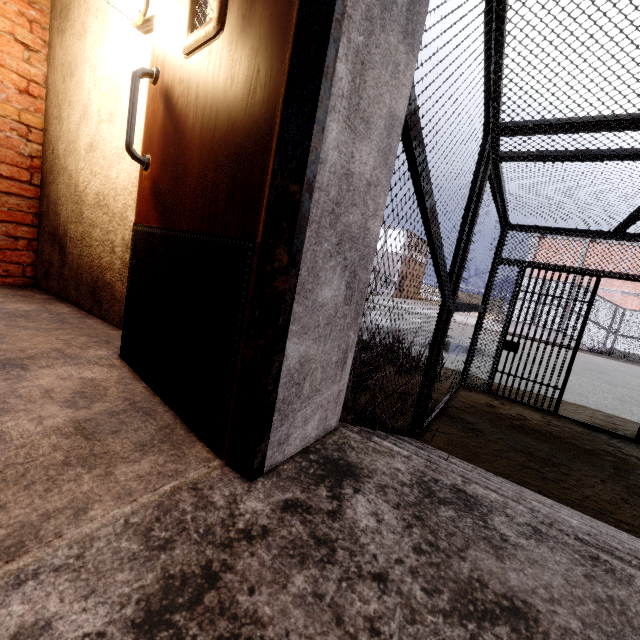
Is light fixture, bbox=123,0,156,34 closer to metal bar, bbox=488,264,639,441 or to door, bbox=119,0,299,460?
door, bbox=119,0,299,460

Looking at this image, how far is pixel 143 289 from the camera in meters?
1.4

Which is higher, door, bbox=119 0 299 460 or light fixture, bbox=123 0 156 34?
light fixture, bbox=123 0 156 34

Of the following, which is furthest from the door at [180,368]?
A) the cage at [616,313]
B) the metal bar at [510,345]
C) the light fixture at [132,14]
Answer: the cage at [616,313]

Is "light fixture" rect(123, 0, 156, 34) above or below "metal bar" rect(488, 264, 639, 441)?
above

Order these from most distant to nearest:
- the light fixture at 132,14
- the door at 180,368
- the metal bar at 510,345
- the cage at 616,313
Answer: the cage at 616,313
the metal bar at 510,345
the light fixture at 132,14
the door at 180,368

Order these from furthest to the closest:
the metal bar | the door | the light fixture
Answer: the metal bar → the light fixture → the door
